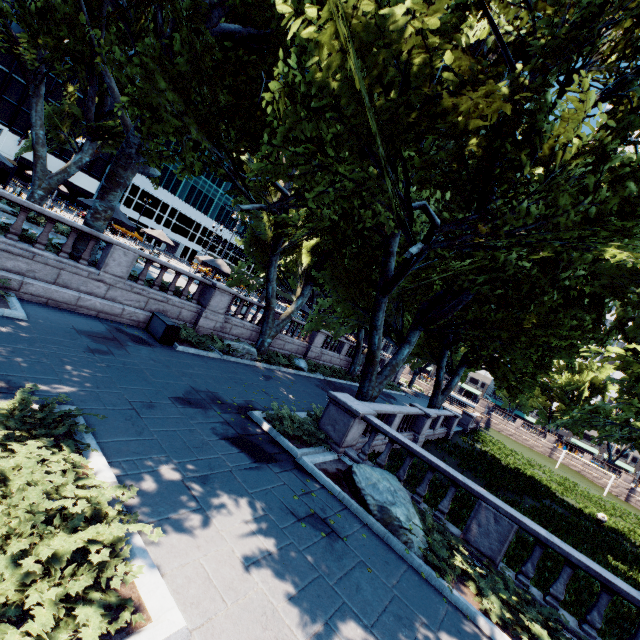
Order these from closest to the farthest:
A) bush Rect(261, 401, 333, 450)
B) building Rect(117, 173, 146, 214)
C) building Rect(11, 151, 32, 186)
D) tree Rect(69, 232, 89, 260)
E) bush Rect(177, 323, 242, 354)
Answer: bush Rect(261, 401, 333, 450) → tree Rect(69, 232, 89, 260) → bush Rect(177, 323, 242, 354) → building Rect(11, 151, 32, 186) → building Rect(117, 173, 146, 214)

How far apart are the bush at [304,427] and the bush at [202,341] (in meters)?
5.36

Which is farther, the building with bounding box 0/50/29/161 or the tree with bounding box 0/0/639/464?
the building with bounding box 0/50/29/161

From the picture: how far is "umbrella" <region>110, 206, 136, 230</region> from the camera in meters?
15.9

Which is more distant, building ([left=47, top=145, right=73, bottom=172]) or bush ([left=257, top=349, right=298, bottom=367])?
building ([left=47, top=145, right=73, bottom=172])

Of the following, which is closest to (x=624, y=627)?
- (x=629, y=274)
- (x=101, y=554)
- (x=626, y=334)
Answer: (x=626, y=334)

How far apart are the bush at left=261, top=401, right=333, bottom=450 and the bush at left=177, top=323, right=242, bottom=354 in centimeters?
536cm

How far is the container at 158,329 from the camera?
13.4m
